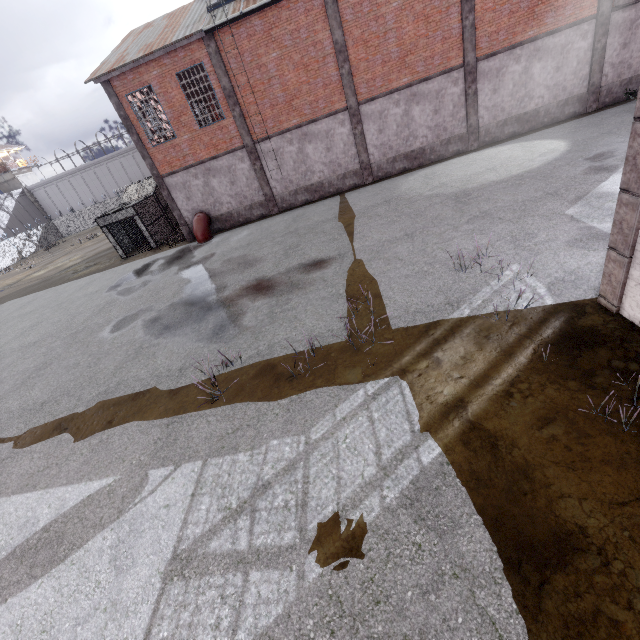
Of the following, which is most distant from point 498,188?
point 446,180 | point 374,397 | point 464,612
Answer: point 464,612

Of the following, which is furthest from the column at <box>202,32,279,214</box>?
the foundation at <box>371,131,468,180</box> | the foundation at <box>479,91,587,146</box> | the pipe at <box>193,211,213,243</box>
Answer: the foundation at <box>479,91,587,146</box>

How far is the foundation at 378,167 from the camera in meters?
17.9

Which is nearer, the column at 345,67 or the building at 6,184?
the column at 345,67

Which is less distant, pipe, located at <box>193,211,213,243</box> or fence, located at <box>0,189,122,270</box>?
pipe, located at <box>193,211,213,243</box>

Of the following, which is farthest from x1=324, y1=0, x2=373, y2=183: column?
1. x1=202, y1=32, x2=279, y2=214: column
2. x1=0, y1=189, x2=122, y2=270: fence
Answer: x1=0, y1=189, x2=122, y2=270: fence

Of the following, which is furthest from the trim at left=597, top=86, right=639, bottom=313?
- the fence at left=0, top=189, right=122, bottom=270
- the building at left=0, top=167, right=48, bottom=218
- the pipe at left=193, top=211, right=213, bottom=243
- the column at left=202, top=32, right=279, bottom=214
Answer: the building at left=0, top=167, right=48, bottom=218

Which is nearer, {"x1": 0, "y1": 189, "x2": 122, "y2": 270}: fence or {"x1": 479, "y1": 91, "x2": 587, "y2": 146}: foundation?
{"x1": 479, "y1": 91, "x2": 587, "y2": 146}: foundation
